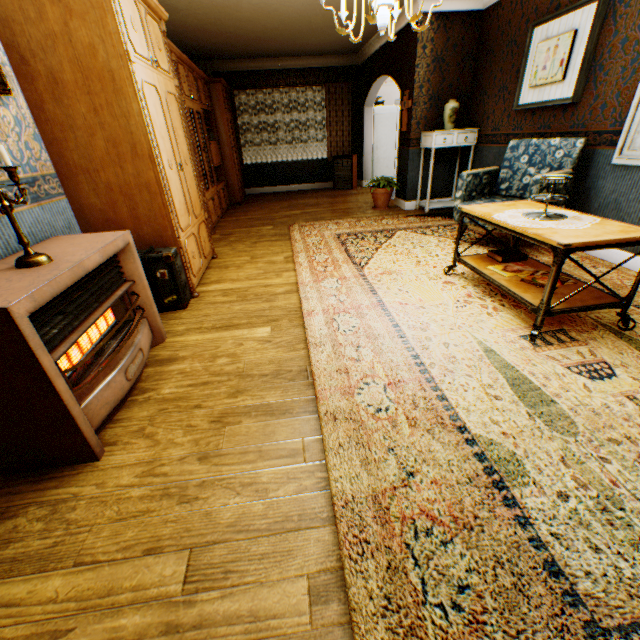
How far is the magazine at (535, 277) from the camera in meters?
2.6 m

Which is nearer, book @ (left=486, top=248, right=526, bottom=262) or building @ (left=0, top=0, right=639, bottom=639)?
building @ (left=0, top=0, right=639, bottom=639)

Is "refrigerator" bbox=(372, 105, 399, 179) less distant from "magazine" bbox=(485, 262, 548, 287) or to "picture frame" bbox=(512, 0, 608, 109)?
"picture frame" bbox=(512, 0, 608, 109)

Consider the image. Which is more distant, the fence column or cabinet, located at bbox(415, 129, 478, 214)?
the fence column

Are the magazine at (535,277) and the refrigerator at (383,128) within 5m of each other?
no

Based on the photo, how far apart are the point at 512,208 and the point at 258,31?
6.26m

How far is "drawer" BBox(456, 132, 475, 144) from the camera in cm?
548

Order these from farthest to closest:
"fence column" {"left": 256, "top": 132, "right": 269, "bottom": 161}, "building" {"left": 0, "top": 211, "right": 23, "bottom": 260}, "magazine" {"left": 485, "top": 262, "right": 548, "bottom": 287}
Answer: "fence column" {"left": 256, "top": 132, "right": 269, "bottom": 161}, "magazine" {"left": 485, "top": 262, "right": 548, "bottom": 287}, "building" {"left": 0, "top": 211, "right": 23, "bottom": 260}
